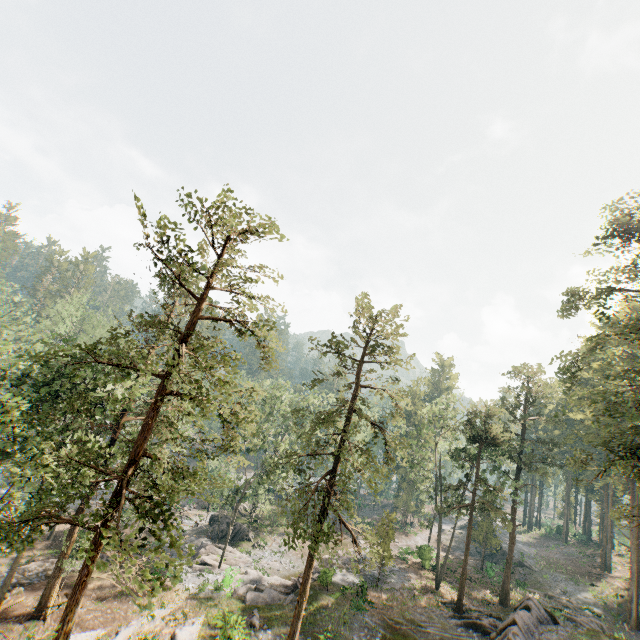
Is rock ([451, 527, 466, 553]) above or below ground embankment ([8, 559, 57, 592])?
above

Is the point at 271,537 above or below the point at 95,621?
above

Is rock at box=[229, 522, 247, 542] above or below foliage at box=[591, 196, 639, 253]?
below

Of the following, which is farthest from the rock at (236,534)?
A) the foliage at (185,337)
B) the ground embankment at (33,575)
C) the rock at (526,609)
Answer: the rock at (526,609)

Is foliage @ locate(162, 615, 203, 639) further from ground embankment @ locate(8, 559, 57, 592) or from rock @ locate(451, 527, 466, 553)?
rock @ locate(451, 527, 466, 553)

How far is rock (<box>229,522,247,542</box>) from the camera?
39.09m

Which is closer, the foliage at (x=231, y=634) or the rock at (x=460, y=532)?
the foliage at (x=231, y=634)

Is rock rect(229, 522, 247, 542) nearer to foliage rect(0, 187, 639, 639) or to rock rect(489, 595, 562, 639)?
foliage rect(0, 187, 639, 639)
